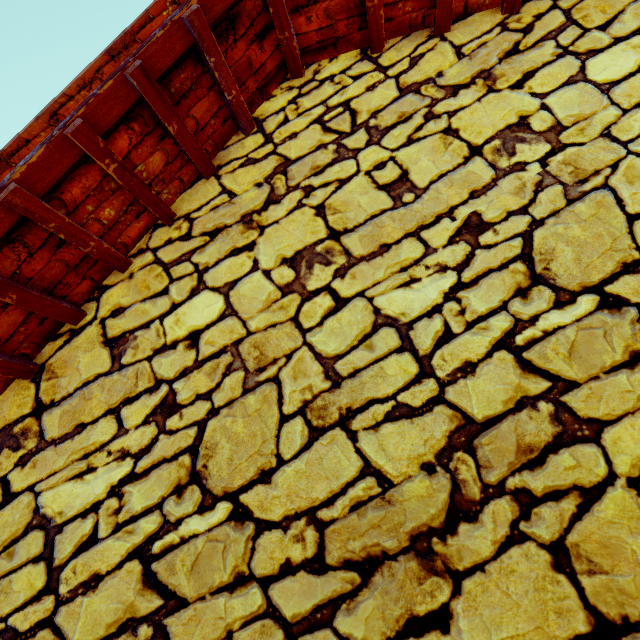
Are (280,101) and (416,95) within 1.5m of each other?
yes
